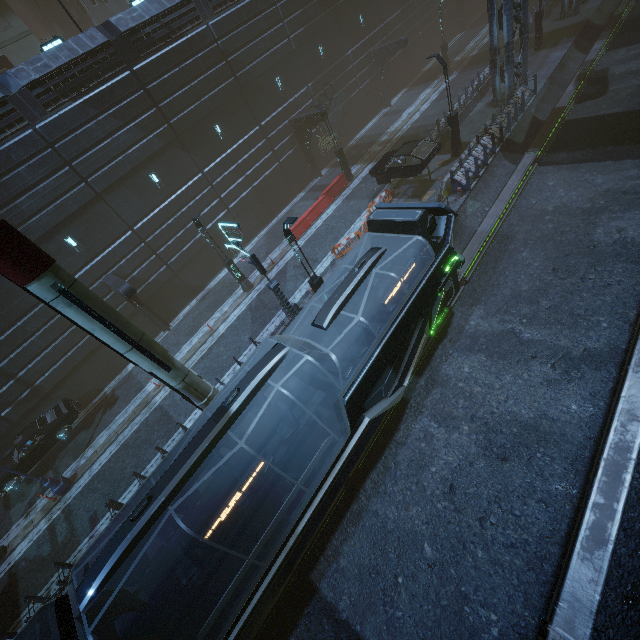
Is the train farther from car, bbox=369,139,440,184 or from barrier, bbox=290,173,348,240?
barrier, bbox=290,173,348,240

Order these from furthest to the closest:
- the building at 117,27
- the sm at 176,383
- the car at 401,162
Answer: the car at 401,162
the building at 117,27
the sm at 176,383

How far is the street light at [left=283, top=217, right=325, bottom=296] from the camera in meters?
11.7

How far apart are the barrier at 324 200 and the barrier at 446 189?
8.20m

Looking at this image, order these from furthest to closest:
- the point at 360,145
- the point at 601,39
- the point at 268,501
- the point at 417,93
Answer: the point at 417,93 < the point at 360,145 < the point at 601,39 < the point at 268,501

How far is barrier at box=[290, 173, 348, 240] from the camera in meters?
22.3 m

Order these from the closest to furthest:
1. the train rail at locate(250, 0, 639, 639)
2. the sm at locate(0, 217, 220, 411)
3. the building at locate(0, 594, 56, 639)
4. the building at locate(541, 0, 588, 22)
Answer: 1. the sm at locate(0, 217, 220, 411)
2. the train rail at locate(250, 0, 639, 639)
3. the building at locate(0, 594, 56, 639)
4. the building at locate(541, 0, 588, 22)

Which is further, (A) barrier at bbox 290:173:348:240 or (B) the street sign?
(A) barrier at bbox 290:173:348:240
